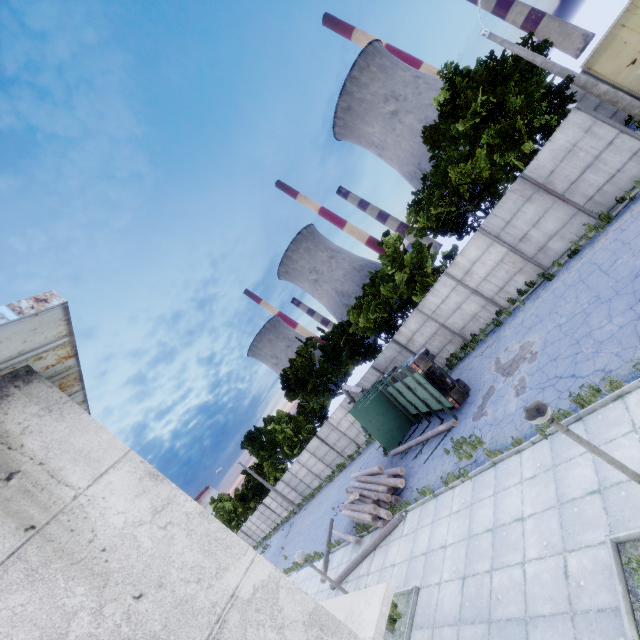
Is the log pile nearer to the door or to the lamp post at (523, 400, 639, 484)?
the lamp post at (523, 400, 639, 484)

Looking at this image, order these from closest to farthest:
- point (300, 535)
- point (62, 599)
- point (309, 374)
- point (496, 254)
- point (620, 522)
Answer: point (62, 599) < point (620, 522) < point (496, 254) < point (300, 535) < point (309, 374)

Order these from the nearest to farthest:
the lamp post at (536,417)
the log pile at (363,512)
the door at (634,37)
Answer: the lamp post at (536,417), the log pile at (363,512), the door at (634,37)

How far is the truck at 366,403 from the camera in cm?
1430

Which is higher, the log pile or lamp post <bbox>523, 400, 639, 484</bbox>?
lamp post <bbox>523, 400, 639, 484</bbox>

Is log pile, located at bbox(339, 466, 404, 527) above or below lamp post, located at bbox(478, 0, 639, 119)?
below

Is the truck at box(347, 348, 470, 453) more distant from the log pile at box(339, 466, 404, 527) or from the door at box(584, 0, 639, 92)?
→ the door at box(584, 0, 639, 92)
